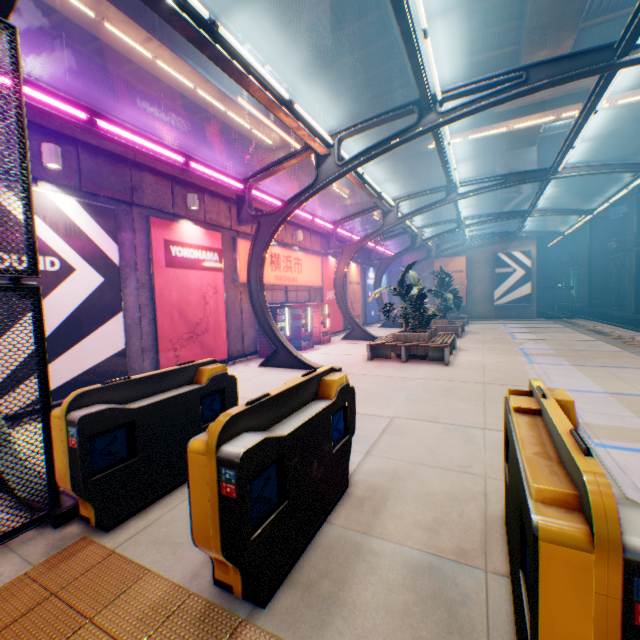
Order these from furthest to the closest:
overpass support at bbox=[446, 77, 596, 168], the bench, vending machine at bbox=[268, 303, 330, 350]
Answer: overpass support at bbox=[446, 77, 596, 168], vending machine at bbox=[268, 303, 330, 350], the bench

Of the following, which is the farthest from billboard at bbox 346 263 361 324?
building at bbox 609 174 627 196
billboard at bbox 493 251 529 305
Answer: building at bbox 609 174 627 196

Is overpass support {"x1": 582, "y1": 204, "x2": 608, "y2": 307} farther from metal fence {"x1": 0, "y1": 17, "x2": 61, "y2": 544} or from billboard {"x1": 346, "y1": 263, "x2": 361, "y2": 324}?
billboard {"x1": 346, "y1": 263, "x2": 361, "y2": 324}

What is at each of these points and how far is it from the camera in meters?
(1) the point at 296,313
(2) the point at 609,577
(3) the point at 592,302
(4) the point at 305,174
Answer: (1) vending machine, 13.8 m
(2) ticket machine, 1.2 m
(3) overpass support, 39.0 m
(4) overpass support, 26.0 m

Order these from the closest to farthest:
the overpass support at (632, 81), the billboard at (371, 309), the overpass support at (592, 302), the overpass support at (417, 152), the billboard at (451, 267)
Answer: the overpass support at (632, 81), the overpass support at (417, 152), the billboard at (371, 309), the billboard at (451, 267), the overpass support at (592, 302)

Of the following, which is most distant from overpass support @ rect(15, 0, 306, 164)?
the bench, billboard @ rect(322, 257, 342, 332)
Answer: the bench

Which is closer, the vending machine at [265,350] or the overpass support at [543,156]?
the vending machine at [265,350]

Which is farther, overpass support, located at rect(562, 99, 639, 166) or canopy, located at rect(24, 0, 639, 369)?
overpass support, located at rect(562, 99, 639, 166)
